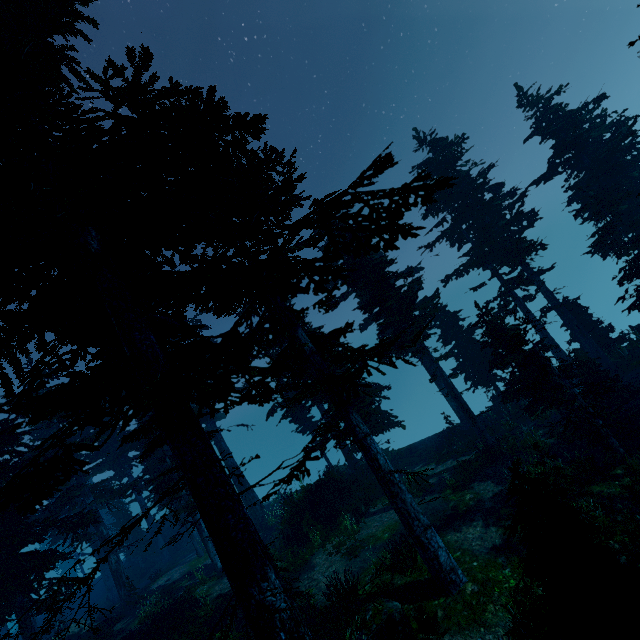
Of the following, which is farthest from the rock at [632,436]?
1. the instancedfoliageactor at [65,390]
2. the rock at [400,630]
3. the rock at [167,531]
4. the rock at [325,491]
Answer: the rock at [167,531]

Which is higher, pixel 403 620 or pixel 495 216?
pixel 495 216

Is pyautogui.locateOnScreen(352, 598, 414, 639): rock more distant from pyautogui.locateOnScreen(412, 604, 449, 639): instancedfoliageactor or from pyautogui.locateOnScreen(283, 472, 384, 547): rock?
pyautogui.locateOnScreen(283, 472, 384, 547): rock

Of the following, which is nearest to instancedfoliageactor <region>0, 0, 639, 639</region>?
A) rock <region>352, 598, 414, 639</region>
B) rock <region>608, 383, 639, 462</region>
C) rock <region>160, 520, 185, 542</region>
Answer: rock <region>160, 520, 185, 542</region>

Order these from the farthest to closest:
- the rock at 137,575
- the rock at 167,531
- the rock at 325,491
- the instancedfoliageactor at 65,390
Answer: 1. the rock at 167,531
2. the rock at 137,575
3. the rock at 325,491
4. the instancedfoliageactor at 65,390

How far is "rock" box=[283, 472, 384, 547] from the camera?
18.0 meters

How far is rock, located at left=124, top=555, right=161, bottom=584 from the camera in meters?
30.1
